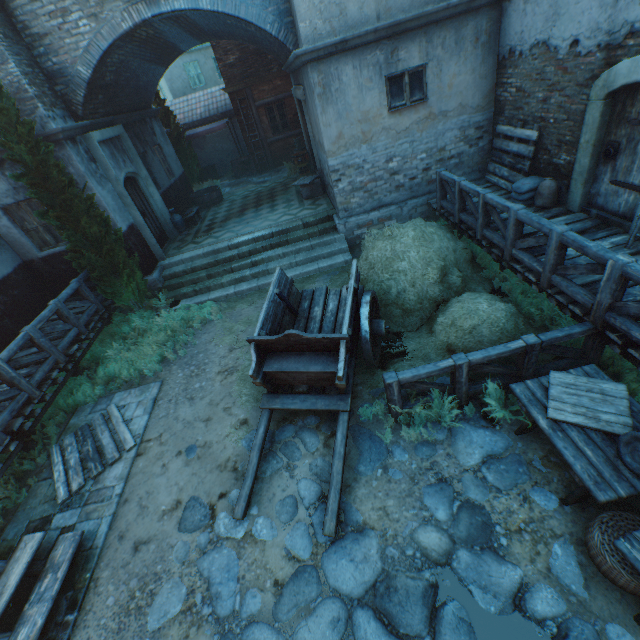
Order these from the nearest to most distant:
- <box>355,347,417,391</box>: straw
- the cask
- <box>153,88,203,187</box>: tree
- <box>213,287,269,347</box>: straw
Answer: <box>355,347,417,391</box>: straw → <box>213,287,269,347</box>: straw → the cask → <box>153,88,203,187</box>: tree

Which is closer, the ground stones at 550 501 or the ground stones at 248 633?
the ground stones at 248 633

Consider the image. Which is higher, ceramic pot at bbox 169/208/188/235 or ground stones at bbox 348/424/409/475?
ceramic pot at bbox 169/208/188/235

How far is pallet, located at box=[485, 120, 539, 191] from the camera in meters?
7.2 m

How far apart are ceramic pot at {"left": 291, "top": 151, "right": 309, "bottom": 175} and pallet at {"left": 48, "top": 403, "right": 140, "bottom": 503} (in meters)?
11.94

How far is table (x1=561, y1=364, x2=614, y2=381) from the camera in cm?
401

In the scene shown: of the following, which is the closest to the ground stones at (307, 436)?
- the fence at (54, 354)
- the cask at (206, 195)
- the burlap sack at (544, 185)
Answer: the fence at (54, 354)

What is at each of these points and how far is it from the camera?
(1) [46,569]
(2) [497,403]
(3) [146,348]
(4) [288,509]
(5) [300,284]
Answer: (1) stairs, 4.36m
(2) plants, 4.53m
(3) plants, 7.79m
(4) ground stones, 4.41m
(5) straw, 9.12m
